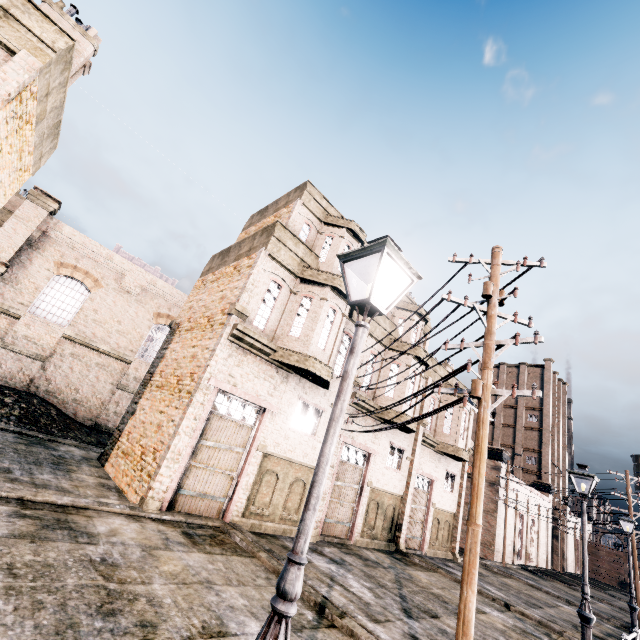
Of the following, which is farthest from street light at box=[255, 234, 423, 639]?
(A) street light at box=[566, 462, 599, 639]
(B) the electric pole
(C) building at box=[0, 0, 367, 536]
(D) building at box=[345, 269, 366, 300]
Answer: (A) street light at box=[566, 462, 599, 639]

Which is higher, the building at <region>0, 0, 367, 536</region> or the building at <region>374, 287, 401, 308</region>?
the building at <region>374, 287, 401, 308</region>

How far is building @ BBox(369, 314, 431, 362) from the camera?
19.70m

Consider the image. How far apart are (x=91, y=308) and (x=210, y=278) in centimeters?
1265cm

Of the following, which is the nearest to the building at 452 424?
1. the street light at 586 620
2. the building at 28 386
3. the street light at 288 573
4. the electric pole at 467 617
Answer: the electric pole at 467 617

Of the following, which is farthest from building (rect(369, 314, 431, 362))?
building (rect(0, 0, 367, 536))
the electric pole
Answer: building (rect(0, 0, 367, 536))
